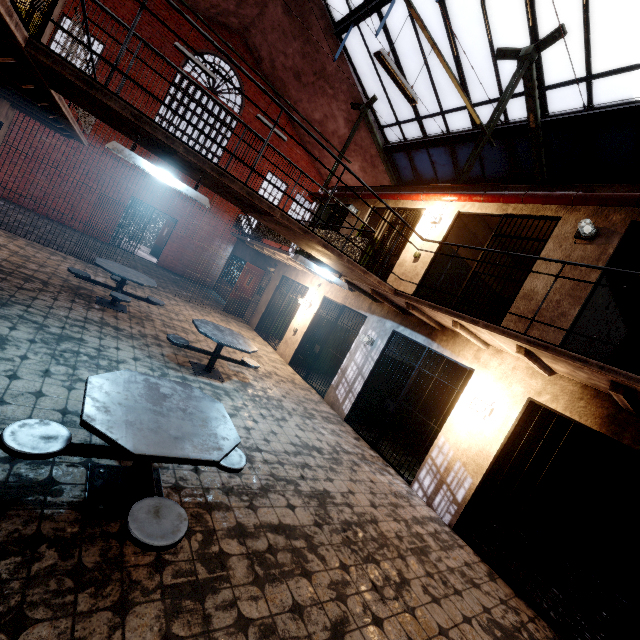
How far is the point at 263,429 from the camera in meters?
5.0 m

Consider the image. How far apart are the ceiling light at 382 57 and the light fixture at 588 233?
3.7 meters

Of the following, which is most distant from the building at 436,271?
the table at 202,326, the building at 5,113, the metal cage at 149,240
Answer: → the metal cage at 149,240

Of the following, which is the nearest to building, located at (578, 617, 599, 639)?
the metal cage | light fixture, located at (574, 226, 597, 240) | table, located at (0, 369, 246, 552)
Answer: light fixture, located at (574, 226, 597, 240)

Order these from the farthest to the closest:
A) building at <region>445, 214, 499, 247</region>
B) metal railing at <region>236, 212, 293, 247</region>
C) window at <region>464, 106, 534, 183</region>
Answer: metal railing at <region>236, 212, 293, 247</region>, window at <region>464, 106, 534, 183</region>, building at <region>445, 214, 499, 247</region>

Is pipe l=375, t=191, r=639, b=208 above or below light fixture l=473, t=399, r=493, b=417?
above

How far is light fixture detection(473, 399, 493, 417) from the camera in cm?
516

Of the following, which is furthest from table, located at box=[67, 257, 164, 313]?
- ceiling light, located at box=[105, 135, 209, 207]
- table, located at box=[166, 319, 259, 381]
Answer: ceiling light, located at box=[105, 135, 209, 207]
